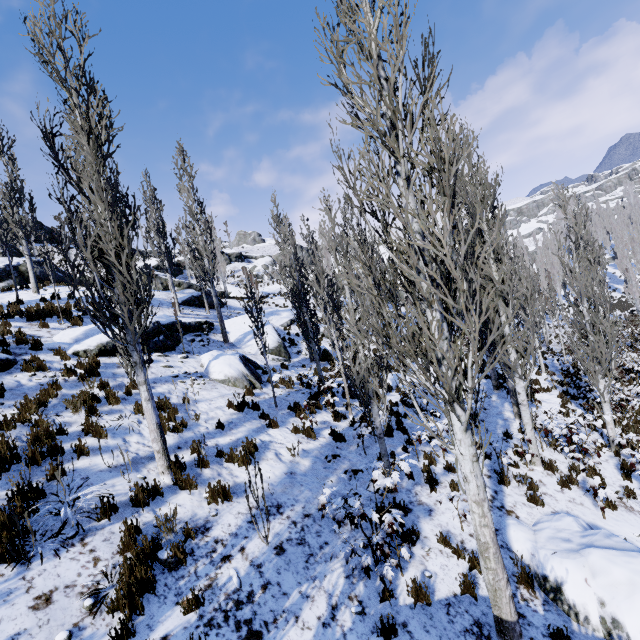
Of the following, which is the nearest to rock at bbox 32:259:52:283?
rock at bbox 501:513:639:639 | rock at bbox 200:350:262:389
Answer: rock at bbox 200:350:262:389

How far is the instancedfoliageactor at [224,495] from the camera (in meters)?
6.19

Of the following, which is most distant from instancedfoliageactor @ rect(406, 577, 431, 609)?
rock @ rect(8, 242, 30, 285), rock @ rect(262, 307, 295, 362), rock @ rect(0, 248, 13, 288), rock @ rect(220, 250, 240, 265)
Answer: rock @ rect(220, 250, 240, 265)

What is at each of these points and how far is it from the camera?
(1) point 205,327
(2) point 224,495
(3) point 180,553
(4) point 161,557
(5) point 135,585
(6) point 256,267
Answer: (1) rock, 17.70m
(2) instancedfoliageactor, 6.38m
(3) instancedfoliageactor, 4.89m
(4) rock, 4.83m
(5) instancedfoliageactor, 4.15m
(6) rock, 57.31m

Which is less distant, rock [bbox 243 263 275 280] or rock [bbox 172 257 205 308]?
rock [bbox 172 257 205 308]

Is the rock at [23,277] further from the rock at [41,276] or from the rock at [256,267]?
the rock at [256,267]

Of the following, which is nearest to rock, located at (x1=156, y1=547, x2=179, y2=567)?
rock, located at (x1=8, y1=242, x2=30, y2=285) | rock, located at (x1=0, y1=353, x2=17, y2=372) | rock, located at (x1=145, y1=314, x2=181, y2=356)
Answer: rock, located at (x1=0, y1=353, x2=17, y2=372)

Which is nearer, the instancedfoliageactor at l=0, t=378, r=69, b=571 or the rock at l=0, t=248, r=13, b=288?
the instancedfoliageactor at l=0, t=378, r=69, b=571
